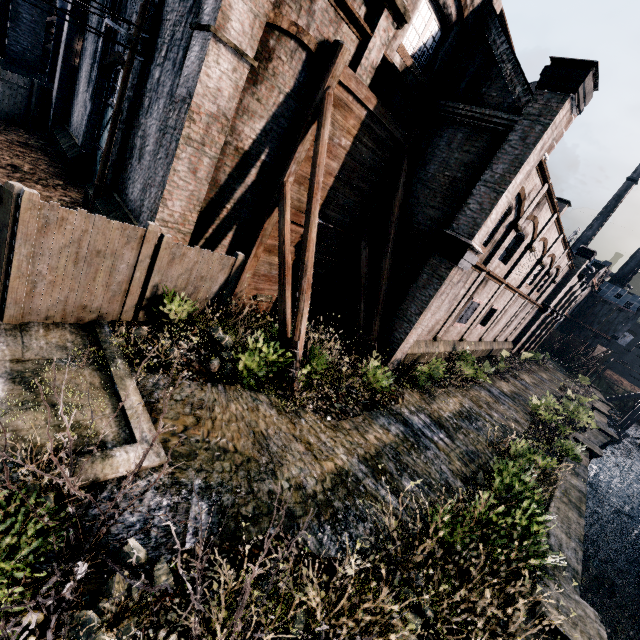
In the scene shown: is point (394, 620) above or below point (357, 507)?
above

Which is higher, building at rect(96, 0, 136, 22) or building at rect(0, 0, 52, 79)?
building at rect(96, 0, 136, 22)

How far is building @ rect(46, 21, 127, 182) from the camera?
15.9 meters

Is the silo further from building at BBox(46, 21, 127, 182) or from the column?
the column

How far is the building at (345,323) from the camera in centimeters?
1581cm

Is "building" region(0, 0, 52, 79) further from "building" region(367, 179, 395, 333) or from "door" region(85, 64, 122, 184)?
"door" region(85, 64, 122, 184)

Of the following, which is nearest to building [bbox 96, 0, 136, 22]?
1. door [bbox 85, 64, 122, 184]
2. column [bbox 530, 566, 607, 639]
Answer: door [bbox 85, 64, 122, 184]

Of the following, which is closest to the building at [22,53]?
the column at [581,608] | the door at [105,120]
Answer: the door at [105,120]
